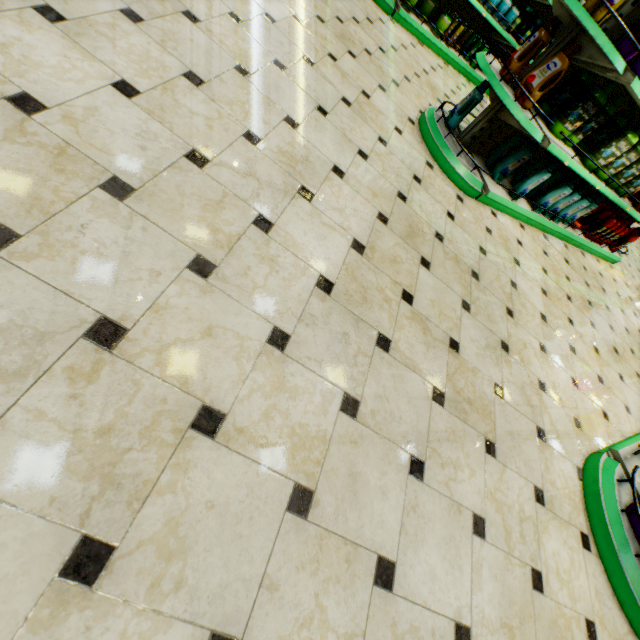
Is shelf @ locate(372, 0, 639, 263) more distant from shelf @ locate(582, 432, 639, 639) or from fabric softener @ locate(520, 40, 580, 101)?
shelf @ locate(582, 432, 639, 639)

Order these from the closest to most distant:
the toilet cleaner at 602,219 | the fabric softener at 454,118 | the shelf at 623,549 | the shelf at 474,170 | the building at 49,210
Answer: the building at 49,210, the shelf at 623,549, the shelf at 474,170, the fabric softener at 454,118, the toilet cleaner at 602,219

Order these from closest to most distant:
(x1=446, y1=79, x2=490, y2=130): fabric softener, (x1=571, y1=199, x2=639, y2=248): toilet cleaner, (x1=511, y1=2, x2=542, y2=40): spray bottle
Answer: (x1=446, y1=79, x2=490, y2=130): fabric softener
(x1=571, y1=199, x2=639, y2=248): toilet cleaner
(x1=511, y1=2, x2=542, y2=40): spray bottle

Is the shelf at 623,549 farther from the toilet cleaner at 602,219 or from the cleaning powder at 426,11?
the cleaning powder at 426,11

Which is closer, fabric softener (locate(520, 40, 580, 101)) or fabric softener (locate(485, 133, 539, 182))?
fabric softener (locate(520, 40, 580, 101))

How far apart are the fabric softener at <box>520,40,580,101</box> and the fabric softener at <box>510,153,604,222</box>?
1.21m

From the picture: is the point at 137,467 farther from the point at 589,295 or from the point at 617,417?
the point at 589,295

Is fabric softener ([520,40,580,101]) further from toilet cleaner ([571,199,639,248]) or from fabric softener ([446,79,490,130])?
toilet cleaner ([571,199,639,248])
